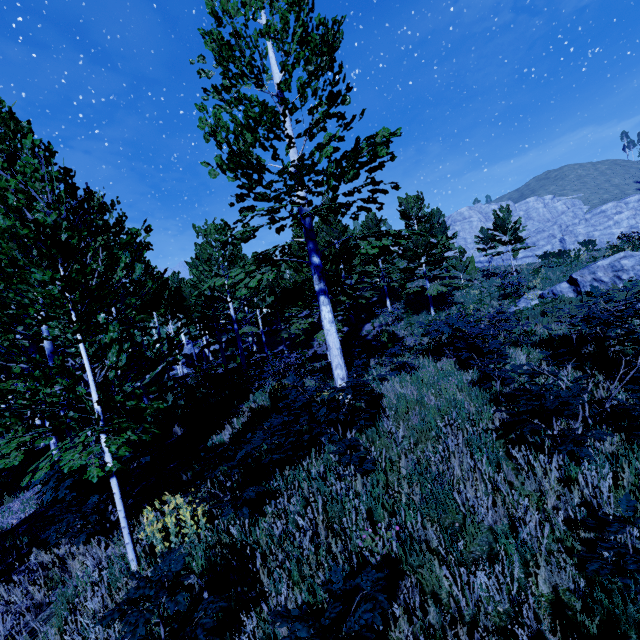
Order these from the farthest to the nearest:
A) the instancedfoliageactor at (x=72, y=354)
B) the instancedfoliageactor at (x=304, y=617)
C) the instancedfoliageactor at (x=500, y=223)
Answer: the instancedfoliageactor at (x=500, y=223), the instancedfoliageactor at (x=72, y=354), the instancedfoliageactor at (x=304, y=617)

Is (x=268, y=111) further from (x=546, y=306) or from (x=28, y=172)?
(x=546, y=306)

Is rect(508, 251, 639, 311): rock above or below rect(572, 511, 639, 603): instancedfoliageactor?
above

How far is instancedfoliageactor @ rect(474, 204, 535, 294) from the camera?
21.12m

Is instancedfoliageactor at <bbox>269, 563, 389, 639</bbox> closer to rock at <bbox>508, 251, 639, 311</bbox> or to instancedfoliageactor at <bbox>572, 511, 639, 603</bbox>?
rock at <bbox>508, 251, 639, 311</bbox>

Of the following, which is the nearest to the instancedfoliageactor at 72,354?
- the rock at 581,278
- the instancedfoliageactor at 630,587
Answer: the rock at 581,278

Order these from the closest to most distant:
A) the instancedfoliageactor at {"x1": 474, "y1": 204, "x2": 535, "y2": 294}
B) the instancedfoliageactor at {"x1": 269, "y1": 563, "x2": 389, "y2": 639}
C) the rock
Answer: the instancedfoliageactor at {"x1": 269, "y1": 563, "x2": 389, "y2": 639}
the rock
the instancedfoliageactor at {"x1": 474, "y1": 204, "x2": 535, "y2": 294}
